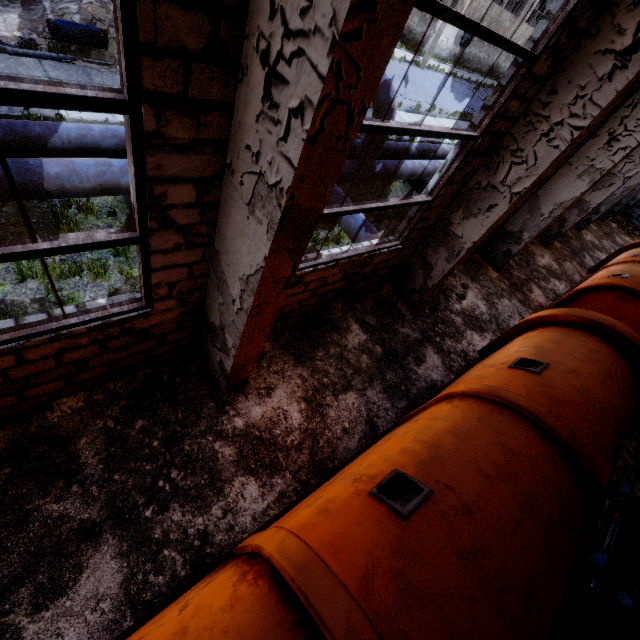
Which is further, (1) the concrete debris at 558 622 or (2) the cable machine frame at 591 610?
(1) the concrete debris at 558 622

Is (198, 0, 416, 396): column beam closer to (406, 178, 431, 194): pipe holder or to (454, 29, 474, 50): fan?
(406, 178, 431, 194): pipe holder

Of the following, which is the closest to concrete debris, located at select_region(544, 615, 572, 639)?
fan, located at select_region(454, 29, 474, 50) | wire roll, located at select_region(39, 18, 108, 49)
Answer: wire roll, located at select_region(39, 18, 108, 49)

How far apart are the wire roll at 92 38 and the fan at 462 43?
35.6m

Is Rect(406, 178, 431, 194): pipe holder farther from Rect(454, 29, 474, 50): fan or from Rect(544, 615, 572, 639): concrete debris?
Rect(454, 29, 474, 50): fan

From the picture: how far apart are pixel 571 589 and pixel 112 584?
5.93m

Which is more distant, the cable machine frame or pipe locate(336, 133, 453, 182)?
pipe locate(336, 133, 453, 182)

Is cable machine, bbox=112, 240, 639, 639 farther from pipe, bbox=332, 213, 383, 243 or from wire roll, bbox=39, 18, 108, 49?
wire roll, bbox=39, 18, 108, 49
